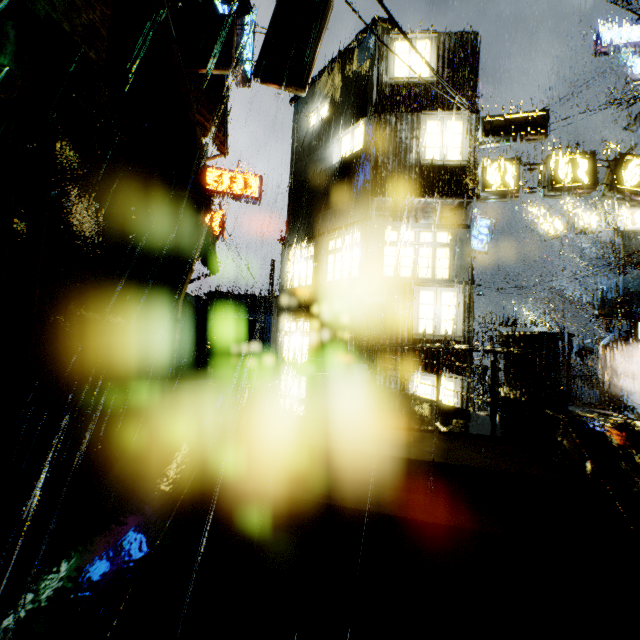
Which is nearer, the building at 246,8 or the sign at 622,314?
the building at 246,8

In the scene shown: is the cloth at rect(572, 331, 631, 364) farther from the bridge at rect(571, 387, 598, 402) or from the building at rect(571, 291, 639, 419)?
the bridge at rect(571, 387, 598, 402)

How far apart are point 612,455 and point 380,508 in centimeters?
237cm

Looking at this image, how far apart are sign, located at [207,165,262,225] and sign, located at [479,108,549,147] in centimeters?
1256cm

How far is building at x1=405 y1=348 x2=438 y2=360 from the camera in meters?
10.9

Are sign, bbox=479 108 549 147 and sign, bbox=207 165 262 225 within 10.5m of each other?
no

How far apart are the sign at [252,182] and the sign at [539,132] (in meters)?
12.56

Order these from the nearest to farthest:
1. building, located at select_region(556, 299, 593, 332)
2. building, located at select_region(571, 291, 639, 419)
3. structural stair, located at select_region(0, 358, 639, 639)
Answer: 1. structural stair, located at select_region(0, 358, 639, 639)
2. building, located at select_region(571, 291, 639, 419)
3. building, located at select_region(556, 299, 593, 332)
